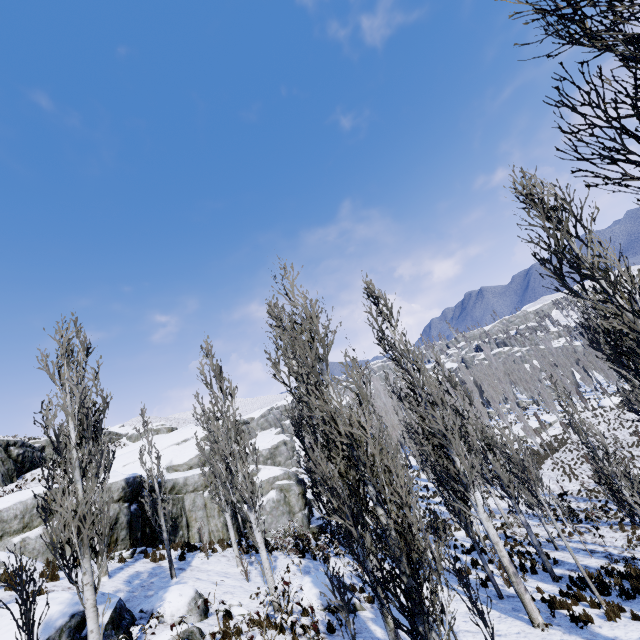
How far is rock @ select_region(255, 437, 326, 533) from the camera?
23.3m

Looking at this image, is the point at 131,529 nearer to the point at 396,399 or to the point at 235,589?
the point at 235,589

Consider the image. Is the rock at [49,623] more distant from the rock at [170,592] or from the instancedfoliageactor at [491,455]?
the rock at [170,592]

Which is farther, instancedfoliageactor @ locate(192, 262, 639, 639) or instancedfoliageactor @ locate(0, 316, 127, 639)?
instancedfoliageactor @ locate(0, 316, 127, 639)

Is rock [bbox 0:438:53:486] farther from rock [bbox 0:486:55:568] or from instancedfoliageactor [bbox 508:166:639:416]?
instancedfoliageactor [bbox 508:166:639:416]

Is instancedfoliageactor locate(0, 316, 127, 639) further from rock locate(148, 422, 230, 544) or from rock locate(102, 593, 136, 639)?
rock locate(102, 593, 136, 639)

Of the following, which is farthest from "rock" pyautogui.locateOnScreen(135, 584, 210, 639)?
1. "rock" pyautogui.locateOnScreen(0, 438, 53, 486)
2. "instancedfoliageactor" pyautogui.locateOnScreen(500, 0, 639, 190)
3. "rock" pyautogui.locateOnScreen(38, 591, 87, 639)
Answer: "rock" pyautogui.locateOnScreen(0, 438, 53, 486)

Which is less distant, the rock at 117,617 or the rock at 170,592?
the rock at 117,617
